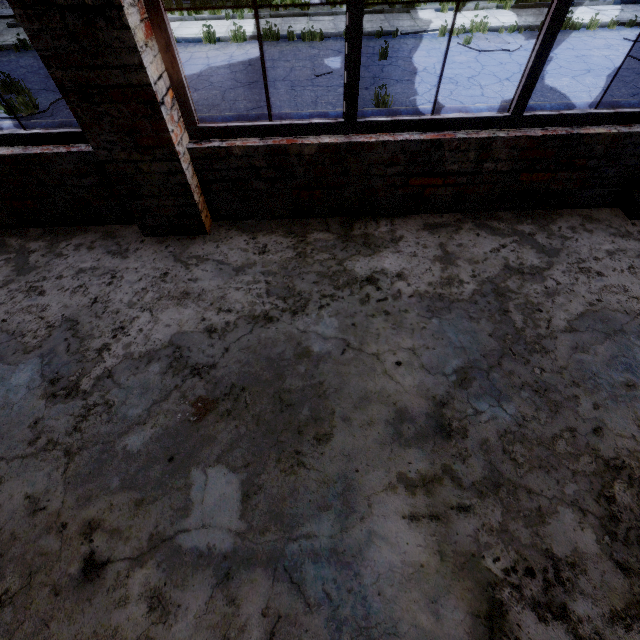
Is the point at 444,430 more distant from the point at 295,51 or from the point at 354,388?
the point at 295,51
